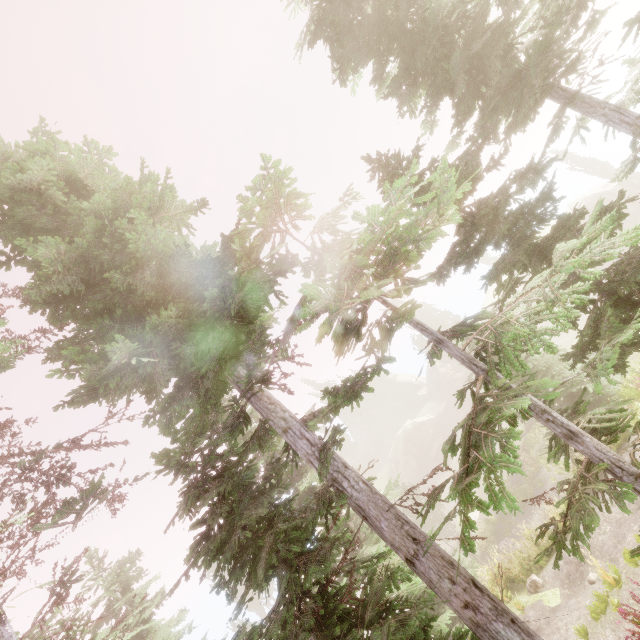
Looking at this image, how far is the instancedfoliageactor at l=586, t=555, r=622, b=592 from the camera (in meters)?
9.29

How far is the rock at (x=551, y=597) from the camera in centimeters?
1116cm

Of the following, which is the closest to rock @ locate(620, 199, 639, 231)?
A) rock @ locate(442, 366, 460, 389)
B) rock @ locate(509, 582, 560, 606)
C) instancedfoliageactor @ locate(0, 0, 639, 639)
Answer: instancedfoliageactor @ locate(0, 0, 639, 639)

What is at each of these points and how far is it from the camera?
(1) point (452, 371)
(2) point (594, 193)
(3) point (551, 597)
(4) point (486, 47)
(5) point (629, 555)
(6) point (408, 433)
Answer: (1) rock, 59.06m
(2) rock, 42.62m
(3) rock, 11.27m
(4) instancedfoliageactor, 10.00m
(5) instancedfoliageactor, 9.52m
(6) rock, 53.09m

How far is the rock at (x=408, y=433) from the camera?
47.2m

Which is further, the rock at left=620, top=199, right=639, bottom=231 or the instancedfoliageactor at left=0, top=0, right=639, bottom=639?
the rock at left=620, top=199, right=639, bottom=231
